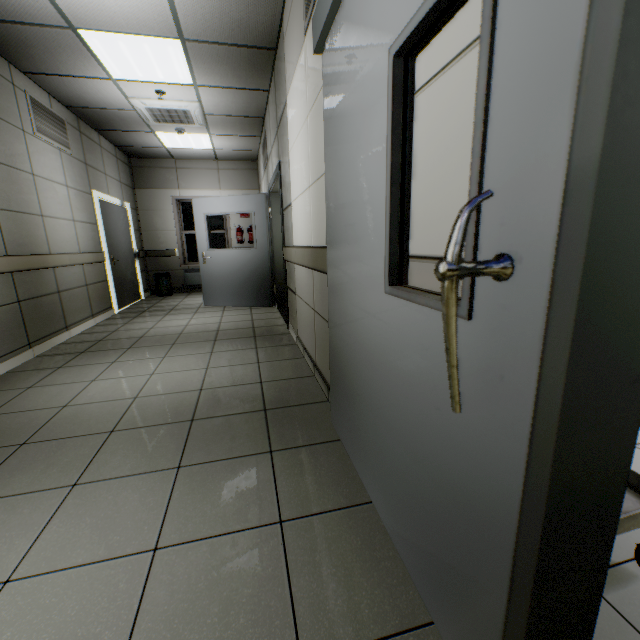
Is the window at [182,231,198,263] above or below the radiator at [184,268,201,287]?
above

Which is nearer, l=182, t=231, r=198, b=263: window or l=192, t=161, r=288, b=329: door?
l=192, t=161, r=288, b=329: door

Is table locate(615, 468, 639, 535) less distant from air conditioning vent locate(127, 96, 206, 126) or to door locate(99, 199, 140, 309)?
air conditioning vent locate(127, 96, 206, 126)

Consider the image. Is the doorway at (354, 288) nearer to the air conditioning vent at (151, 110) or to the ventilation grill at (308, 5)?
the ventilation grill at (308, 5)

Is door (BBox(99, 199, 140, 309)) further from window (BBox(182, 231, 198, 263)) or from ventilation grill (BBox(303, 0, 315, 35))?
ventilation grill (BBox(303, 0, 315, 35))

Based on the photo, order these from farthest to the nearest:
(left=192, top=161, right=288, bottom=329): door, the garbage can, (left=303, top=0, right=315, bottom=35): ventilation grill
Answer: the garbage can, (left=192, top=161, right=288, bottom=329): door, (left=303, top=0, right=315, bottom=35): ventilation grill

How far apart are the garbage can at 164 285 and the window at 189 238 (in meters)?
0.63

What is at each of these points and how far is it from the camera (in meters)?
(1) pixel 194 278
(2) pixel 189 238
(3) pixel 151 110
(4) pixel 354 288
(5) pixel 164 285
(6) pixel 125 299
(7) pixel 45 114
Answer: (1) radiator, 8.46
(2) window, 8.45
(3) air conditioning vent, 4.91
(4) doorway, 1.47
(5) garbage can, 7.98
(6) door, 6.60
(7) ventilation grill, 4.31
